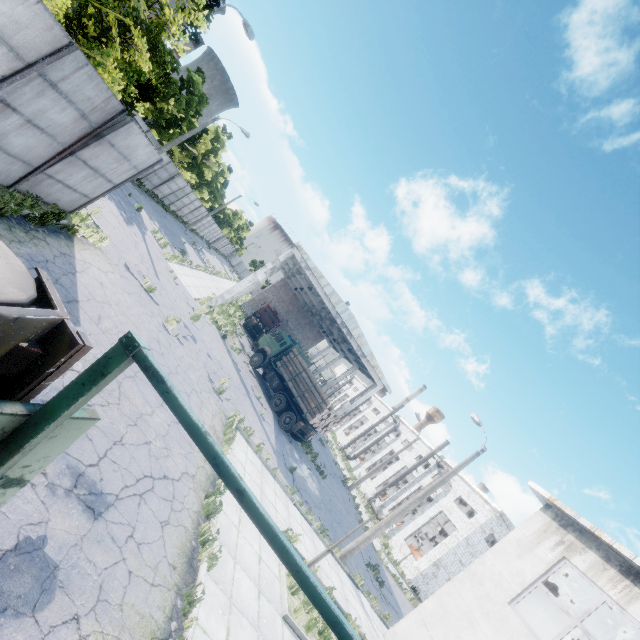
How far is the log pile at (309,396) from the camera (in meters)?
21.16

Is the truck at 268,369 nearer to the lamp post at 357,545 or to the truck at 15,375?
the lamp post at 357,545

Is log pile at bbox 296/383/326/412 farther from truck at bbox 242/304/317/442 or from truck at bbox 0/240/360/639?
truck at bbox 0/240/360/639

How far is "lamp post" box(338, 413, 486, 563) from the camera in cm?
1528

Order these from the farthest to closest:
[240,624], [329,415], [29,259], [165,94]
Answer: [165,94], [329,415], [29,259], [240,624]

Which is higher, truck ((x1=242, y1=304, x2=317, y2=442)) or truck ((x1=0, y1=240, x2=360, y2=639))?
truck ((x1=0, y1=240, x2=360, y2=639))

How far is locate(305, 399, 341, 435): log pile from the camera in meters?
20.8 m

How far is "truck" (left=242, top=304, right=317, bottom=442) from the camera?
21.4m
